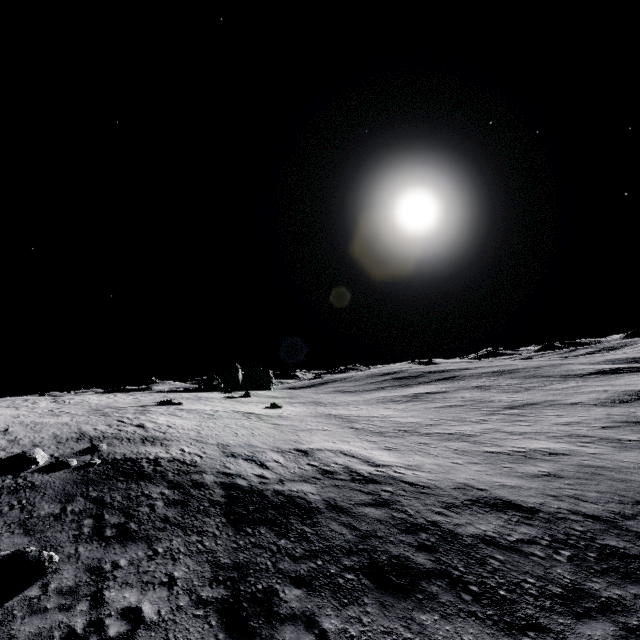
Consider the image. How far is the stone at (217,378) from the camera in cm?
4425

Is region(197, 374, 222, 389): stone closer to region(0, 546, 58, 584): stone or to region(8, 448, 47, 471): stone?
region(8, 448, 47, 471): stone

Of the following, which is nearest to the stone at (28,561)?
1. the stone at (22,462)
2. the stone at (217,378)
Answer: the stone at (22,462)

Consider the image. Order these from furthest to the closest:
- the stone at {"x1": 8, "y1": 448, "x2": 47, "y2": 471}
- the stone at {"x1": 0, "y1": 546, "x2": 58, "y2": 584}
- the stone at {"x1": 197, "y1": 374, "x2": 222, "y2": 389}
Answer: the stone at {"x1": 197, "y1": 374, "x2": 222, "y2": 389}, the stone at {"x1": 8, "y1": 448, "x2": 47, "y2": 471}, the stone at {"x1": 0, "y1": 546, "x2": 58, "y2": 584}

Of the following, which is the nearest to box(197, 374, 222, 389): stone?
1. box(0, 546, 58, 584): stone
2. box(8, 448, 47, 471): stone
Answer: box(8, 448, 47, 471): stone

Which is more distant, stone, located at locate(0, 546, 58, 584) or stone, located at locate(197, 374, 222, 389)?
stone, located at locate(197, 374, 222, 389)

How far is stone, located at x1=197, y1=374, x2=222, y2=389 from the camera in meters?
44.2 m

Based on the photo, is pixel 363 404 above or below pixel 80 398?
below
